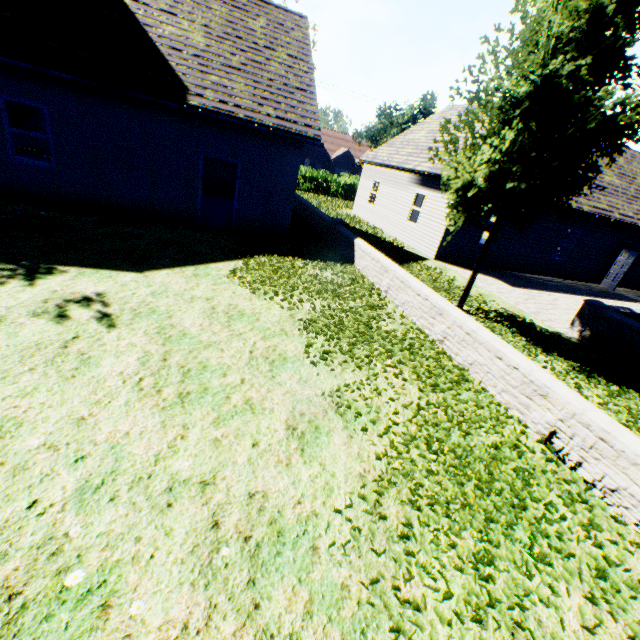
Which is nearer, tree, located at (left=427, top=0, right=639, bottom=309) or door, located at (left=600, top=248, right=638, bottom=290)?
tree, located at (left=427, top=0, right=639, bottom=309)

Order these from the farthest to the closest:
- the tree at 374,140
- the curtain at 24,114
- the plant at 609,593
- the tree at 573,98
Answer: the tree at 374,140 < the curtain at 24,114 < the tree at 573,98 < the plant at 609,593

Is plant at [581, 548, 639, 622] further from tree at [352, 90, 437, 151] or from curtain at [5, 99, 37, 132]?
curtain at [5, 99, 37, 132]

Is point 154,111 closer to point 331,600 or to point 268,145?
point 268,145

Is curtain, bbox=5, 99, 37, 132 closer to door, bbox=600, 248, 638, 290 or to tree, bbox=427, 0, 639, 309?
tree, bbox=427, 0, 639, 309

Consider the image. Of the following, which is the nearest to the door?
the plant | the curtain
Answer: the plant

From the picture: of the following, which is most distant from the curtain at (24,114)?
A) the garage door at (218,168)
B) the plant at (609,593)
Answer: the plant at (609,593)

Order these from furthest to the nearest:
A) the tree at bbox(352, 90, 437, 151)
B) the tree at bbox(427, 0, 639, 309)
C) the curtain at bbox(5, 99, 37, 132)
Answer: the tree at bbox(352, 90, 437, 151)
the curtain at bbox(5, 99, 37, 132)
the tree at bbox(427, 0, 639, 309)
